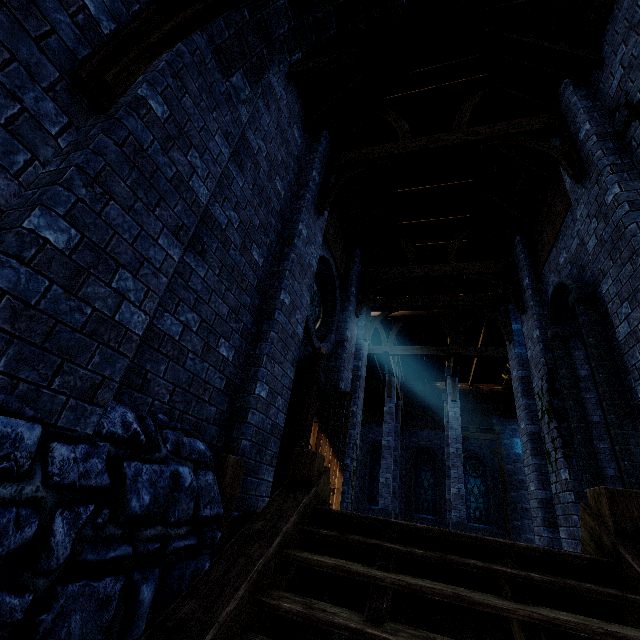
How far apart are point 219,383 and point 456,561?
2.90m

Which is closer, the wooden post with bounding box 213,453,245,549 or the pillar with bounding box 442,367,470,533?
the wooden post with bounding box 213,453,245,549

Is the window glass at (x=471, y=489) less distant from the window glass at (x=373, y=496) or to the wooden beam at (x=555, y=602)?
the window glass at (x=373, y=496)

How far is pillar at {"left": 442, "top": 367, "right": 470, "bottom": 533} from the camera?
13.12m

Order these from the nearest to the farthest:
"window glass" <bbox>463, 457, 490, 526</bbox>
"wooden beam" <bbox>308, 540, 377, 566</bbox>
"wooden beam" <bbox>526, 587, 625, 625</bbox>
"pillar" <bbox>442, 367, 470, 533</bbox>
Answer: "wooden beam" <bbox>526, 587, 625, 625</bbox> → "wooden beam" <bbox>308, 540, 377, 566</bbox> → "pillar" <bbox>442, 367, 470, 533</bbox> → "window glass" <bbox>463, 457, 490, 526</bbox>

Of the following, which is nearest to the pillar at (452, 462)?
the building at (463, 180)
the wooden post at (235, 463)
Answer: the building at (463, 180)

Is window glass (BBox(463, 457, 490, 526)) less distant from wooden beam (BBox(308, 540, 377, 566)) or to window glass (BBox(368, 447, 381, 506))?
→ window glass (BBox(368, 447, 381, 506))

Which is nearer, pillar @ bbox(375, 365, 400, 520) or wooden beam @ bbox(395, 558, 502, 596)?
wooden beam @ bbox(395, 558, 502, 596)
